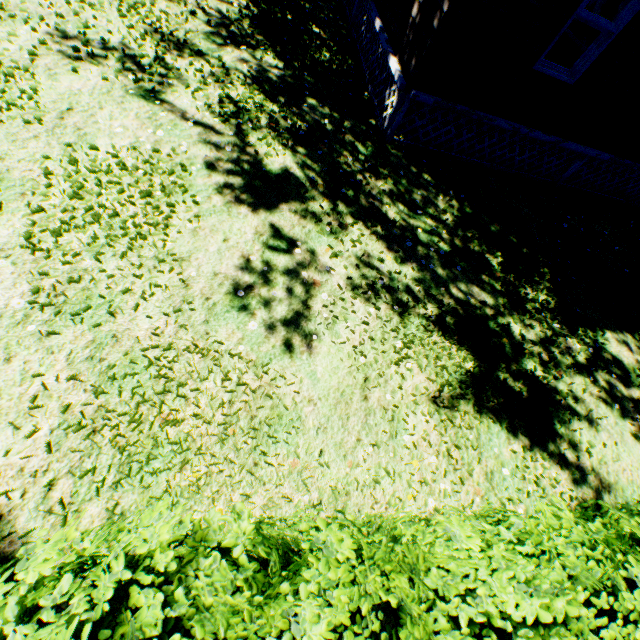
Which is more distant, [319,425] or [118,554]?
[319,425]

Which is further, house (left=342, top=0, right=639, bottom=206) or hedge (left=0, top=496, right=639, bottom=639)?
house (left=342, top=0, right=639, bottom=206)

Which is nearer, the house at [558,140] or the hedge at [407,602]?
the hedge at [407,602]
